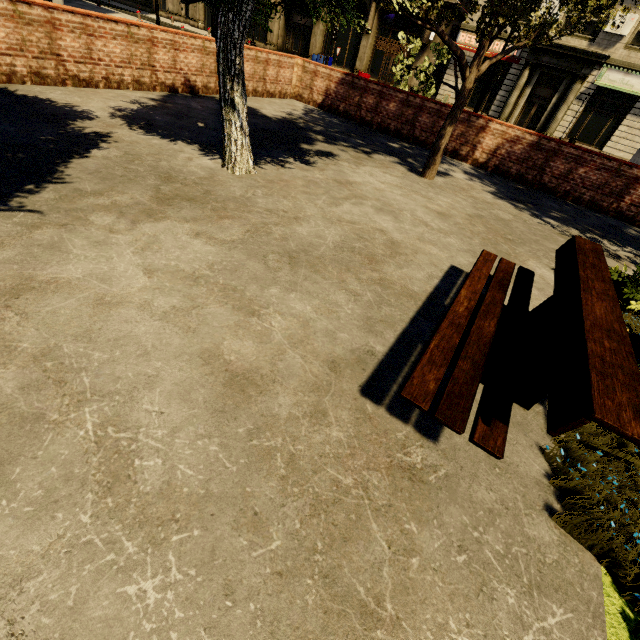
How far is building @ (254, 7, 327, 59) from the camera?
28.5m

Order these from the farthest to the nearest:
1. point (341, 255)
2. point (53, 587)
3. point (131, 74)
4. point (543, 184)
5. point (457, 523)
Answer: point (543, 184) < point (131, 74) < point (341, 255) < point (457, 523) < point (53, 587)

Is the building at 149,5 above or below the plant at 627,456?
above

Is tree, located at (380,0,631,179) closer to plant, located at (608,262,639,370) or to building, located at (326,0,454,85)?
plant, located at (608,262,639,370)

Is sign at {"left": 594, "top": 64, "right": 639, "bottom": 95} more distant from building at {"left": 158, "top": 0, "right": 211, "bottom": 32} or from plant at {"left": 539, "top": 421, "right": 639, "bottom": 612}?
→ plant at {"left": 539, "top": 421, "right": 639, "bottom": 612}

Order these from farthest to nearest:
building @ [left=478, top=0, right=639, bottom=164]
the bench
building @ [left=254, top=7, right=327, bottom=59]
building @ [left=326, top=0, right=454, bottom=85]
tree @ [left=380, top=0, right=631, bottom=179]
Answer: building @ [left=254, top=7, right=327, bottom=59], building @ [left=326, top=0, right=454, bottom=85], building @ [left=478, top=0, right=639, bottom=164], tree @ [left=380, top=0, right=631, bottom=179], the bench

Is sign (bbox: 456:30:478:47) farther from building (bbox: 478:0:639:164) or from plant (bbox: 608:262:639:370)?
plant (bbox: 608:262:639:370)

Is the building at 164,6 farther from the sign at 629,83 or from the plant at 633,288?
the plant at 633,288
